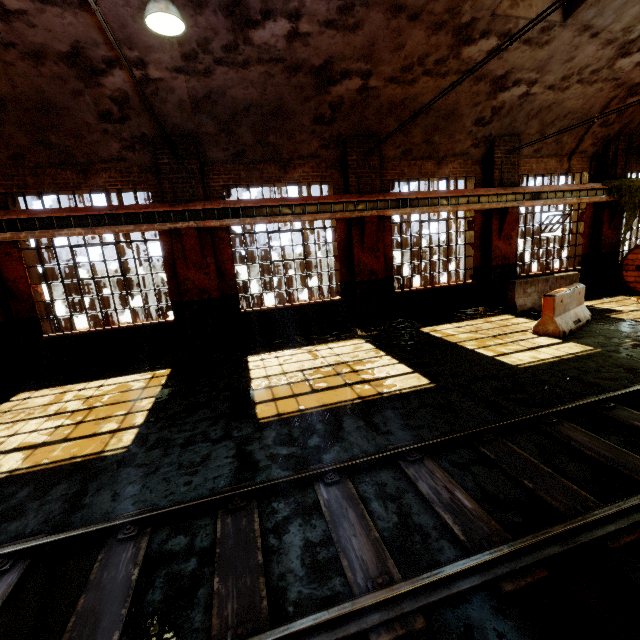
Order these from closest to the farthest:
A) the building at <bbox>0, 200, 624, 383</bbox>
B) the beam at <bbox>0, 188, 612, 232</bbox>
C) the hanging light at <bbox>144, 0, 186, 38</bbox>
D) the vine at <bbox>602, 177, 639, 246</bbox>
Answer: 1. the hanging light at <bbox>144, 0, 186, 38</bbox>
2. the beam at <bbox>0, 188, 612, 232</bbox>
3. the building at <bbox>0, 200, 624, 383</bbox>
4. the vine at <bbox>602, 177, 639, 246</bbox>

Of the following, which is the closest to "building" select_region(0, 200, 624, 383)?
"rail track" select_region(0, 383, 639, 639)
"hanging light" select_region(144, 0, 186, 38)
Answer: "hanging light" select_region(144, 0, 186, 38)

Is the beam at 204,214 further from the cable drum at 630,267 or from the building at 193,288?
the cable drum at 630,267

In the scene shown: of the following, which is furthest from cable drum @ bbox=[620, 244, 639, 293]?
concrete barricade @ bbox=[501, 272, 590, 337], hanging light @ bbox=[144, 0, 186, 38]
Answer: hanging light @ bbox=[144, 0, 186, 38]

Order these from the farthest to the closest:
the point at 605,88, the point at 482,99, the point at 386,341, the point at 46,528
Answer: the point at 605,88 → the point at 482,99 → the point at 386,341 → the point at 46,528

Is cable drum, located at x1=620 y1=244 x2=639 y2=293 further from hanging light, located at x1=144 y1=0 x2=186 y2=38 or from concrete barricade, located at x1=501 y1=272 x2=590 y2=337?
hanging light, located at x1=144 y1=0 x2=186 y2=38

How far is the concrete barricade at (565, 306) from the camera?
7.7 meters

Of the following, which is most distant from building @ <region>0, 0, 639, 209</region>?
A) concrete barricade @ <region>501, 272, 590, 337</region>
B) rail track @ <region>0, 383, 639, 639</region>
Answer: rail track @ <region>0, 383, 639, 639</region>
